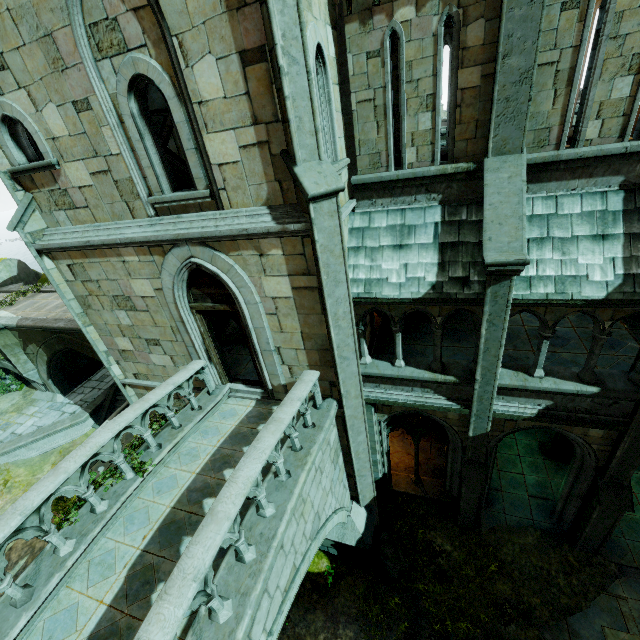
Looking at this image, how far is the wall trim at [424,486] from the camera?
10.9 meters

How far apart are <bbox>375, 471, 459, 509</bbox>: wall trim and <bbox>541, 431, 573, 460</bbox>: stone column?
4.2 meters

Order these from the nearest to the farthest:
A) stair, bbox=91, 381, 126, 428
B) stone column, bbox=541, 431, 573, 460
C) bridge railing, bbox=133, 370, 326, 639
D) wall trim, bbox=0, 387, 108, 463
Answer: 1. bridge railing, bbox=133, 370, 326, 639
2. stone column, bbox=541, 431, 573, 460
3. wall trim, bbox=0, 387, 108, 463
4. stair, bbox=91, 381, 126, 428

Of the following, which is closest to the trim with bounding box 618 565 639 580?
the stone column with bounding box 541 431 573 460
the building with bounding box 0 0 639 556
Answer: the building with bounding box 0 0 639 556

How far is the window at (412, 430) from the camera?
9.71m

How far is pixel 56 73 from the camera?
5.73m

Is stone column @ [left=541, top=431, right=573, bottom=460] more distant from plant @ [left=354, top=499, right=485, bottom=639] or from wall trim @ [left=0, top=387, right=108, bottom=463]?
wall trim @ [left=0, top=387, right=108, bottom=463]

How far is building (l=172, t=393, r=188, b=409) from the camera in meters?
9.9 m
